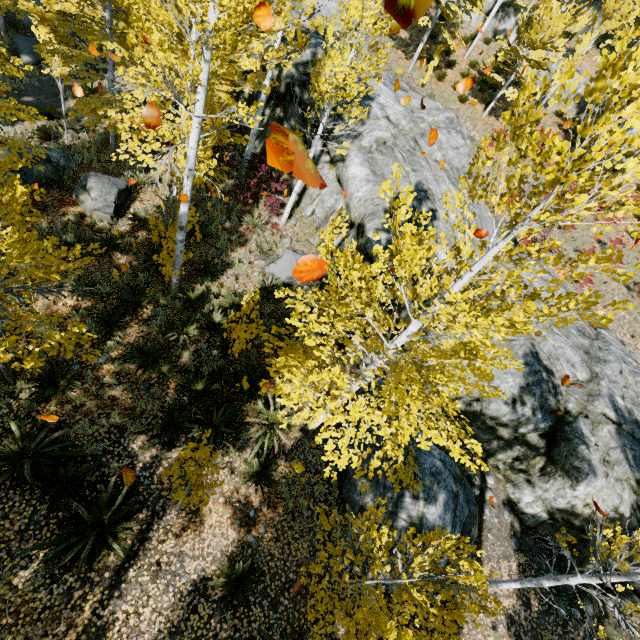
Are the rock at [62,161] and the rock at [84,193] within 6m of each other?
yes

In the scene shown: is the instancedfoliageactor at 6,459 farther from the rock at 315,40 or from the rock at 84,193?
the rock at 84,193

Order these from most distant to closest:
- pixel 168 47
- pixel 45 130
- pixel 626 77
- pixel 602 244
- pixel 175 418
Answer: pixel 602 244, pixel 45 130, pixel 168 47, pixel 175 418, pixel 626 77

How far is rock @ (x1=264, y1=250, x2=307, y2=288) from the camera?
11.3 meters

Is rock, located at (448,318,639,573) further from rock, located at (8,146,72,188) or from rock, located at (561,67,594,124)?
rock, located at (561,67,594,124)

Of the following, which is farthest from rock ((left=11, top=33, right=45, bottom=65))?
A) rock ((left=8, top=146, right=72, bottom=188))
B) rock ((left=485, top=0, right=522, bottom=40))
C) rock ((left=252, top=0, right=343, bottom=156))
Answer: rock ((left=485, top=0, right=522, bottom=40))

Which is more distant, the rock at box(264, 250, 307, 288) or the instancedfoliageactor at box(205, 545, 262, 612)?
the rock at box(264, 250, 307, 288)

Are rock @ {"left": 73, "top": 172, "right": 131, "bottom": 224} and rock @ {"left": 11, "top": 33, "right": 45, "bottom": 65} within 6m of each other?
no
